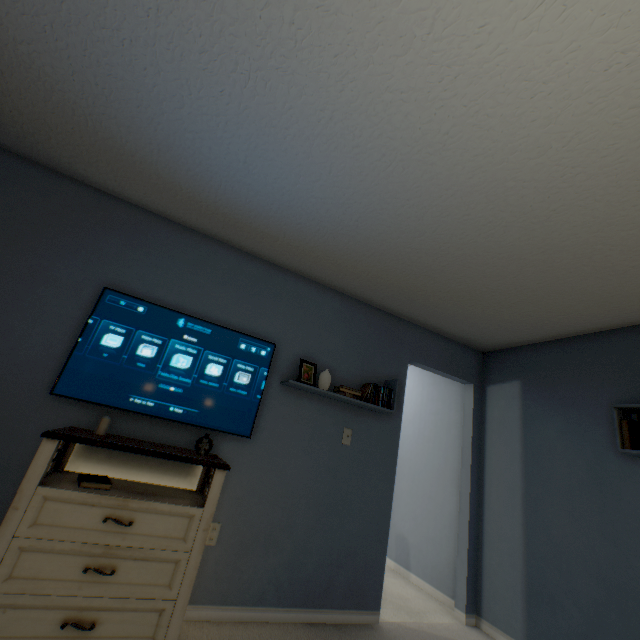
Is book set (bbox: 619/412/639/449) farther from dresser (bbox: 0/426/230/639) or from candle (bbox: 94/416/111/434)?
candle (bbox: 94/416/111/434)

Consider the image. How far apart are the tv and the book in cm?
40

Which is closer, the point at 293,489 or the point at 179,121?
the point at 179,121

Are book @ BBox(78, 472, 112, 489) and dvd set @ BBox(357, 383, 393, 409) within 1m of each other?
no

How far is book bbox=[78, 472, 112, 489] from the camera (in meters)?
1.59

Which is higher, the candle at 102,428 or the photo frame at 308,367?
the photo frame at 308,367

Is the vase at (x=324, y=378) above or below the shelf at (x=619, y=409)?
below

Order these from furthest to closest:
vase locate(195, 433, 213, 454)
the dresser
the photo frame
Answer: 1. the photo frame
2. vase locate(195, 433, 213, 454)
3. the dresser
